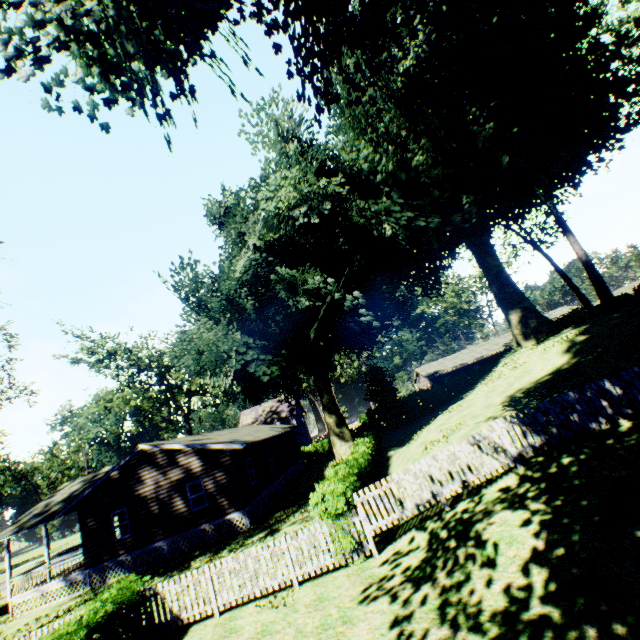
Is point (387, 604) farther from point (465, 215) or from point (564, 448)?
point (465, 215)

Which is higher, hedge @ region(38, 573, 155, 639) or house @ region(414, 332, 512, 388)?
house @ region(414, 332, 512, 388)

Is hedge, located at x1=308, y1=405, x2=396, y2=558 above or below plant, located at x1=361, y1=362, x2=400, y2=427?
below

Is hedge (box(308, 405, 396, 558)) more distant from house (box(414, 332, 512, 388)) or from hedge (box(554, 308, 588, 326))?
hedge (box(554, 308, 588, 326))

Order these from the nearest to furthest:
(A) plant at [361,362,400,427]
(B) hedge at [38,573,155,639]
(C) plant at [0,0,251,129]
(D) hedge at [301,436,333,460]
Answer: (C) plant at [0,0,251,129] < (B) hedge at [38,573,155,639] < (A) plant at [361,362,400,427] < (D) hedge at [301,436,333,460]

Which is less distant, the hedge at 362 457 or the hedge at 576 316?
the hedge at 362 457

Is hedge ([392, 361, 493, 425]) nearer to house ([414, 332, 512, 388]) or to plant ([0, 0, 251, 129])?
plant ([0, 0, 251, 129])

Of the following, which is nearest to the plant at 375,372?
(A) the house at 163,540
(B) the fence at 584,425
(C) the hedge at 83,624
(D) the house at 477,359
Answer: (B) the fence at 584,425
